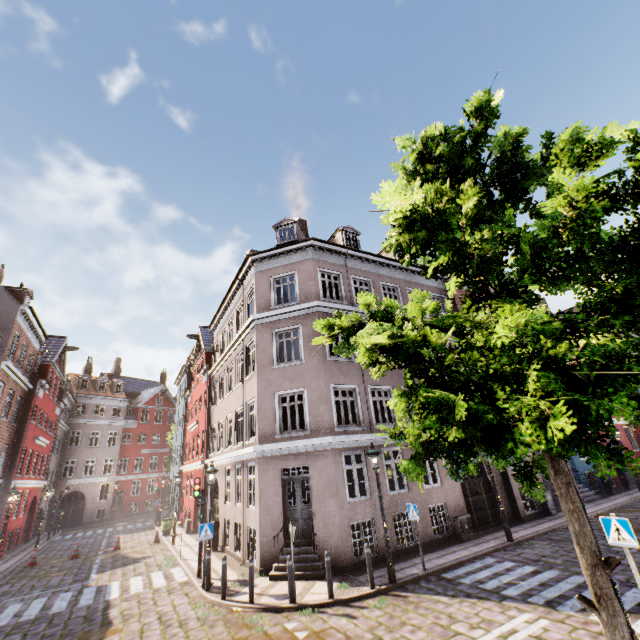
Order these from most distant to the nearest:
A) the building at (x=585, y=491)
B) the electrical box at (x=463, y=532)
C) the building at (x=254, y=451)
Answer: the building at (x=585, y=491) → the electrical box at (x=463, y=532) → the building at (x=254, y=451)

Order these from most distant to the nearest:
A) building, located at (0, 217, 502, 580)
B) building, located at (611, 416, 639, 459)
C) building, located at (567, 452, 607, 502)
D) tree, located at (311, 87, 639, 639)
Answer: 1. building, located at (611, 416, 639, 459)
2. building, located at (567, 452, 607, 502)
3. building, located at (0, 217, 502, 580)
4. tree, located at (311, 87, 639, 639)

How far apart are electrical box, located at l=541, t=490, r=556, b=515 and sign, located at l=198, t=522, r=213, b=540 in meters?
16.0

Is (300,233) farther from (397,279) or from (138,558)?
(138,558)

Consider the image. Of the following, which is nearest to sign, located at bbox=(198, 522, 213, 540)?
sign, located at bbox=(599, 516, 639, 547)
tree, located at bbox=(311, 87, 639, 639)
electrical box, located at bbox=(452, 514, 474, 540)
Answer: tree, located at bbox=(311, 87, 639, 639)

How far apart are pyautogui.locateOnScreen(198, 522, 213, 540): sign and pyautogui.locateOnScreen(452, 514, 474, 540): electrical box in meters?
9.9

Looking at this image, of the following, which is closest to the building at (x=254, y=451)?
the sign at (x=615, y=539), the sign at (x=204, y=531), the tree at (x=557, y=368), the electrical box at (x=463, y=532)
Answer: the electrical box at (x=463, y=532)

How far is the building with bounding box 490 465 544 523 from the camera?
15.6 meters
